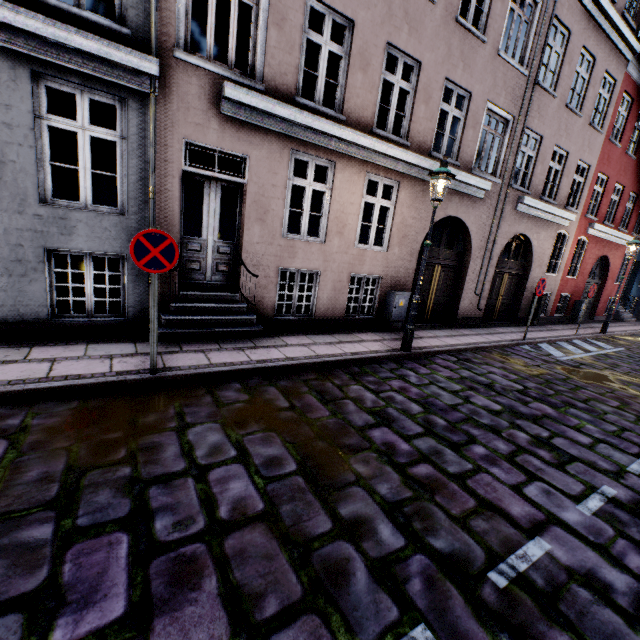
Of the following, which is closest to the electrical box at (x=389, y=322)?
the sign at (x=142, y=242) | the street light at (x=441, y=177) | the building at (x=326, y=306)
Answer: the building at (x=326, y=306)

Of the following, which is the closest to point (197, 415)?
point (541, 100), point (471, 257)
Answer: point (471, 257)

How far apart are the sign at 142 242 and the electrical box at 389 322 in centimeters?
592cm

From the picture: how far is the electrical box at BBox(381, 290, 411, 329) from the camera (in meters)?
8.68

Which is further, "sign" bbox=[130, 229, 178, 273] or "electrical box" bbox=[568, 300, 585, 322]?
"electrical box" bbox=[568, 300, 585, 322]

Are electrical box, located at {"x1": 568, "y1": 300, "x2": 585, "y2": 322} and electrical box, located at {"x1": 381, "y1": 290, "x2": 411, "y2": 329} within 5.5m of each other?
no

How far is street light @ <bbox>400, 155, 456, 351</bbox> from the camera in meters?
6.1 m

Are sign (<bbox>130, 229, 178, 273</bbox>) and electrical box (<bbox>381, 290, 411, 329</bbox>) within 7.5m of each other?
yes
